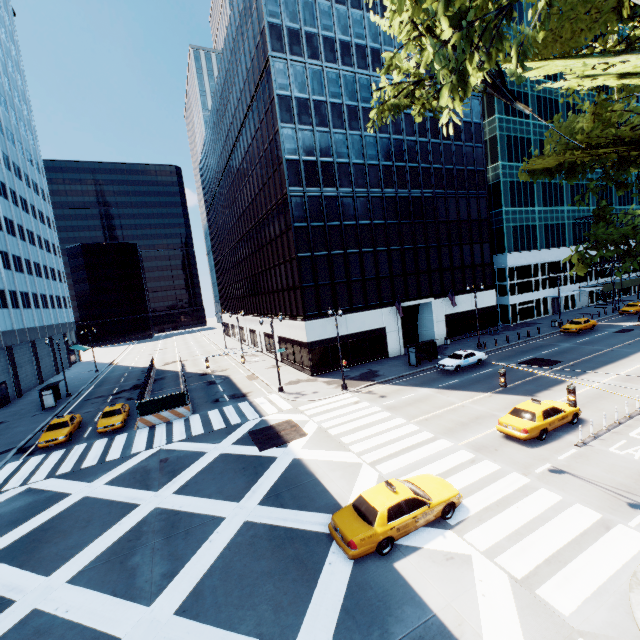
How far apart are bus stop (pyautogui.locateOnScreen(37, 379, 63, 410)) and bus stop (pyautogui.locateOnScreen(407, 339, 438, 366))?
39.53m

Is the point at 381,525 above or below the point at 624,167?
below

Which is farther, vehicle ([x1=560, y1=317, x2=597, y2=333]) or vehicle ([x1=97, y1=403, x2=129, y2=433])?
vehicle ([x1=560, y1=317, x2=597, y2=333])

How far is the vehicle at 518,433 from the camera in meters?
16.5 m

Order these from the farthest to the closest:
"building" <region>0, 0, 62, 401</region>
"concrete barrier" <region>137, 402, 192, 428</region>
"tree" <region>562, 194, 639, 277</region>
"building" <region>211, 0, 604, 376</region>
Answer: "building" <region>0, 0, 62, 401</region> → "building" <region>211, 0, 604, 376</region> → "concrete barrier" <region>137, 402, 192, 428</region> → "tree" <region>562, 194, 639, 277</region>

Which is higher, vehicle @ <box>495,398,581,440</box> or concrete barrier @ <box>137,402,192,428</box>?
vehicle @ <box>495,398,581,440</box>

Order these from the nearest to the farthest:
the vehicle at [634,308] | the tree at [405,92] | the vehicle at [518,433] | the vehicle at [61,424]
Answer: the tree at [405,92]
the vehicle at [518,433]
the vehicle at [61,424]
the vehicle at [634,308]

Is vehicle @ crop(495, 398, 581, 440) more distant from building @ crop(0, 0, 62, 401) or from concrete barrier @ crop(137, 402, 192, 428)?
building @ crop(0, 0, 62, 401)
